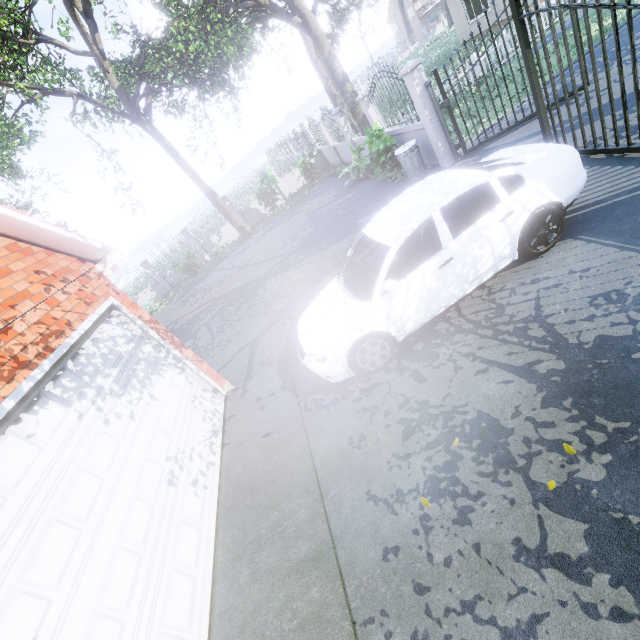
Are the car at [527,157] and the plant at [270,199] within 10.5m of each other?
no

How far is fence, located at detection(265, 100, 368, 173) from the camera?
13.5 meters

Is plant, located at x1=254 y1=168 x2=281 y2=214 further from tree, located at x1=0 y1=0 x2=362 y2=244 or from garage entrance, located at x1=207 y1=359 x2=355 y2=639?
garage entrance, located at x1=207 y1=359 x2=355 y2=639

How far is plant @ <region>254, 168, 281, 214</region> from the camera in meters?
17.2 m

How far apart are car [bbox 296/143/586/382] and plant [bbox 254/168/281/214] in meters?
13.3 m

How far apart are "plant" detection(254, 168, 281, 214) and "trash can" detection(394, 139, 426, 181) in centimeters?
954cm

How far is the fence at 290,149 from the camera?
13.54m

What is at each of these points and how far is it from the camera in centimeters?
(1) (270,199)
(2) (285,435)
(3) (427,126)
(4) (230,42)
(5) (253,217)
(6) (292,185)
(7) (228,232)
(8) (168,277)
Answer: (1) plant, 1781cm
(2) garage entrance, 466cm
(3) fence, 823cm
(4) tree, 962cm
(5) fence, 2066cm
(6) fence, 2036cm
(7) fence, 2070cm
(8) fence, 2105cm
